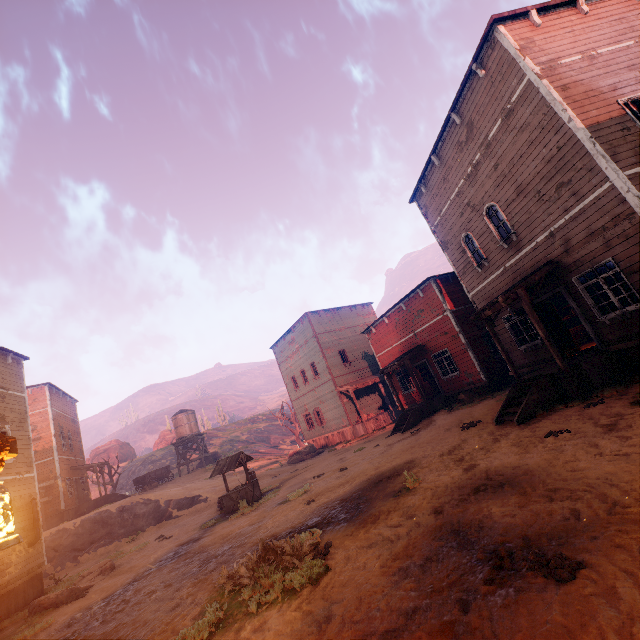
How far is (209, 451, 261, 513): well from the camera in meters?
15.0 m

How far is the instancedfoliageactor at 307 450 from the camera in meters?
25.2 m

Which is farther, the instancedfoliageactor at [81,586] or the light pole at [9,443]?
the instancedfoliageactor at [81,586]

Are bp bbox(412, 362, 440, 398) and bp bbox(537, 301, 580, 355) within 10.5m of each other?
yes

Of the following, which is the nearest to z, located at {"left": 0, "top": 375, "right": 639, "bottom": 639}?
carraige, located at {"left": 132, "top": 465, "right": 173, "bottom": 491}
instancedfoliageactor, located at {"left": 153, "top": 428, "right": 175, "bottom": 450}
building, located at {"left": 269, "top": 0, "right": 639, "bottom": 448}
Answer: building, located at {"left": 269, "top": 0, "right": 639, "bottom": 448}

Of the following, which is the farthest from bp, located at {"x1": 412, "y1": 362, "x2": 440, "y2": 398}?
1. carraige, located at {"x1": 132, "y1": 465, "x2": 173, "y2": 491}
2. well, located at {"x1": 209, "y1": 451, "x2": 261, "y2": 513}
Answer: carraige, located at {"x1": 132, "y1": 465, "x2": 173, "y2": 491}

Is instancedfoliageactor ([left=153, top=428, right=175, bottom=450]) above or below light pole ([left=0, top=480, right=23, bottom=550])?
above

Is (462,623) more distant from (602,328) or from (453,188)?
(453,188)
